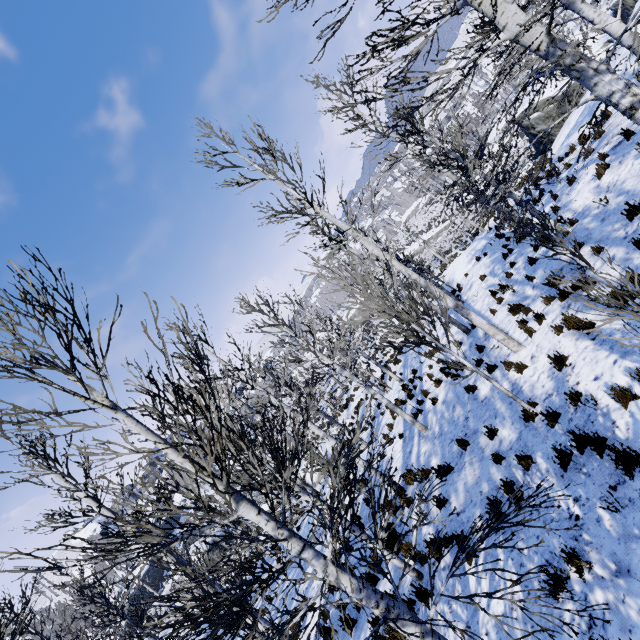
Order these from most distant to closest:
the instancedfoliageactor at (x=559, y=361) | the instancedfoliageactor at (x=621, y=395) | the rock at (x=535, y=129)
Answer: the rock at (x=535, y=129) → the instancedfoliageactor at (x=559, y=361) → the instancedfoliageactor at (x=621, y=395)

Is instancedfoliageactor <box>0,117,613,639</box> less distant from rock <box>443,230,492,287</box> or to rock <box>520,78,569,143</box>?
rock <box>443,230,492,287</box>

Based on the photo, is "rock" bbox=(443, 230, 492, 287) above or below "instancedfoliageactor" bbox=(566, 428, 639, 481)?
below

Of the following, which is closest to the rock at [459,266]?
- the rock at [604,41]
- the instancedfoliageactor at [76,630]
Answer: the rock at [604,41]

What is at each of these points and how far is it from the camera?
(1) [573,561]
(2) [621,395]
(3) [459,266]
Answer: (1) instancedfoliageactor, 3.8 meters
(2) instancedfoliageactor, 4.6 meters
(3) rock, 21.9 meters

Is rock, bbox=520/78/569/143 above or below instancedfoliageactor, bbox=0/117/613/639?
→ below

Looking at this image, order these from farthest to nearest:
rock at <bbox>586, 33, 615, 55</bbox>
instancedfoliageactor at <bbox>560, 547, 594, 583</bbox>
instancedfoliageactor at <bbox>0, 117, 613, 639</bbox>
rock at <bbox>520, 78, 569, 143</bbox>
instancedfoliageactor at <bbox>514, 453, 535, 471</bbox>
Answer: rock at <bbox>520, 78, 569, 143</bbox> → rock at <bbox>586, 33, 615, 55</bbox> → instancedfoliageactor at <bbox>514, 453, 535, 471</bbox> → instancedfoliageactor at <bbox>560, 547, 594, 583</bbox> → instancedfoliageactor at <bbox>0, 117, 613, 639</bbox>
